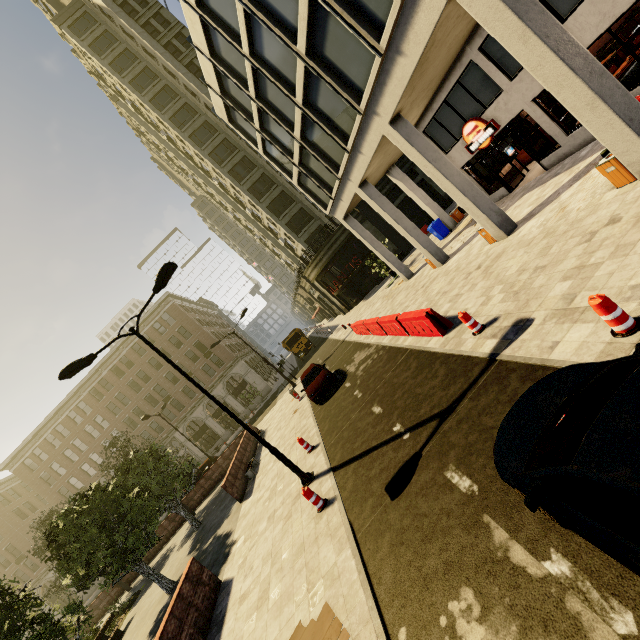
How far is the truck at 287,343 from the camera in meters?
37.9

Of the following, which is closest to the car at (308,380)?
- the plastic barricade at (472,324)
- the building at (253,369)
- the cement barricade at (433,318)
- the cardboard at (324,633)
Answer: the cement barricade at (433,318)

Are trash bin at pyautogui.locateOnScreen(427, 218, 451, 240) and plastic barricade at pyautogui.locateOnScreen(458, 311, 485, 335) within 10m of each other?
no

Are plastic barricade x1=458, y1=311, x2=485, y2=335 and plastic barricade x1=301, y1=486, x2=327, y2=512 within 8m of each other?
yes

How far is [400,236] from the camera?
31.9m

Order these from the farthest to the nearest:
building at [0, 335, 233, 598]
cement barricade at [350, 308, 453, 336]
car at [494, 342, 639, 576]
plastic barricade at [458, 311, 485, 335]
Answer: building at [0, 335, 233, 598], cement barricade at [350, 308, 453, 336], plastic barricade at [458, 311, 485, 335], car at [494, 342, 639, 576]

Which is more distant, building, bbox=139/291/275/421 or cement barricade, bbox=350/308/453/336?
building, bbox=139/291/275/421

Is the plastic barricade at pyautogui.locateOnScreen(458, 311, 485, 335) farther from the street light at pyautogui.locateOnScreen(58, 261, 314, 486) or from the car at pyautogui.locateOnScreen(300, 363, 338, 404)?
the car at pyautogui.locateOnScreen(300, 363, 338, 404)
